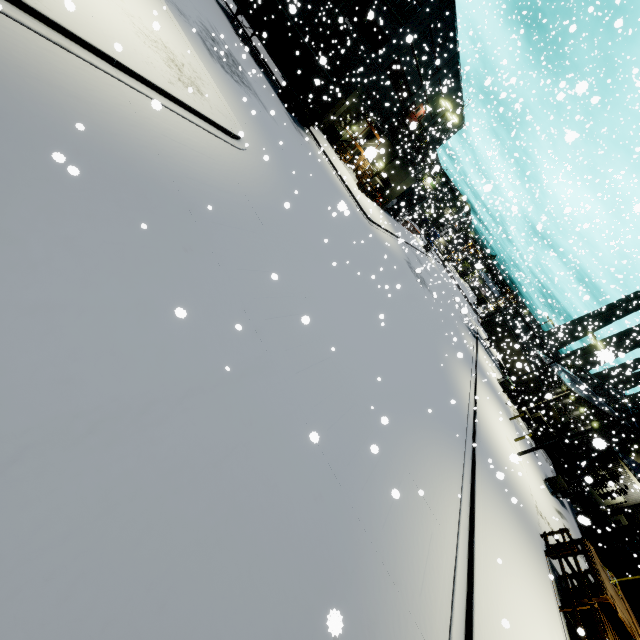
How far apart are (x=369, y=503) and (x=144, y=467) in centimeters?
472cm

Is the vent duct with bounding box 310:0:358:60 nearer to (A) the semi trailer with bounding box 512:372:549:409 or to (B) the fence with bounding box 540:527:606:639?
(A) the semi trailer with bounding box 512:372:549:409

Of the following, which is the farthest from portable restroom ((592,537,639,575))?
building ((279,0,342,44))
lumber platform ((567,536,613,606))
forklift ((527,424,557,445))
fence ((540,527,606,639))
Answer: fence ((540,527,606,639))

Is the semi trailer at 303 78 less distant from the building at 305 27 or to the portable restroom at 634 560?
the building at 305 27

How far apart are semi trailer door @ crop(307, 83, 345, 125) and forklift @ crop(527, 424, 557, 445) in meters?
34.5

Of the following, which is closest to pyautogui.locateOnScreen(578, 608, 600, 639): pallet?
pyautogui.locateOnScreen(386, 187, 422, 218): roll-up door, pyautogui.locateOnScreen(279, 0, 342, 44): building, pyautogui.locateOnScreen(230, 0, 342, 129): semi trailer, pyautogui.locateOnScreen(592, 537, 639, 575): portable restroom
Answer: pyautogui.locateOnScreen(279, 0, 342, 44): building

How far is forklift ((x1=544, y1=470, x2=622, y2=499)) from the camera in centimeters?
2297cm

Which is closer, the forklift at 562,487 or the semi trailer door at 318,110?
the forklift at 562,487
